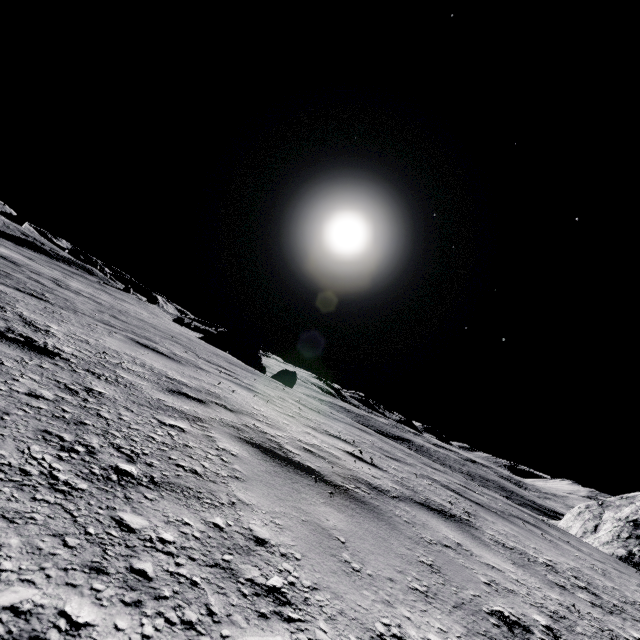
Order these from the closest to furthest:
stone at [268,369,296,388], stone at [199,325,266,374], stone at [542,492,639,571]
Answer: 1. stone at [542,492,639,571]
2. stone at [268,369,296,388]
3. stone at [199,325,266,374]

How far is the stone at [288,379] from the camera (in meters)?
27.28

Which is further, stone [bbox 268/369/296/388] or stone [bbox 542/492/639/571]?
stone [bbox 268/369/296/388]

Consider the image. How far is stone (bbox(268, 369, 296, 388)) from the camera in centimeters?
2728cm

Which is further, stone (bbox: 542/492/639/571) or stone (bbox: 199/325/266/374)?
stone (bbox: 199/325/266/374)

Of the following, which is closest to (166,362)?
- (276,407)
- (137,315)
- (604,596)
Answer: (276,407)

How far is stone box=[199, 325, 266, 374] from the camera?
38.9 meters

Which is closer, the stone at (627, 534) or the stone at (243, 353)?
the stone at (627, 534)
